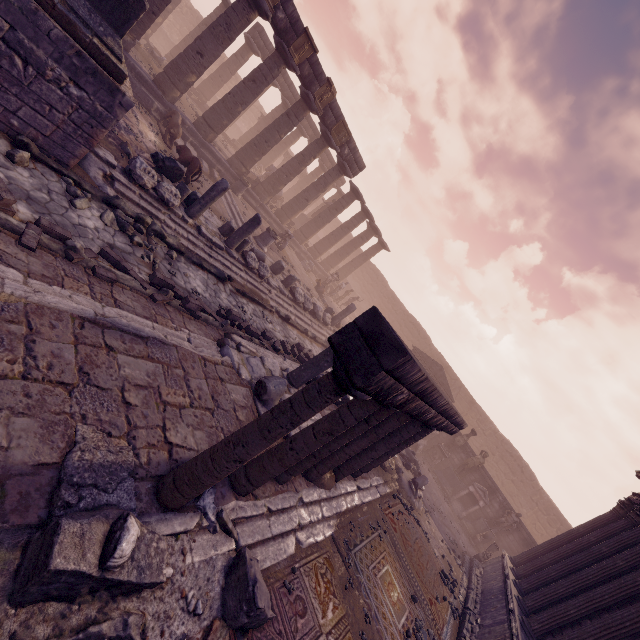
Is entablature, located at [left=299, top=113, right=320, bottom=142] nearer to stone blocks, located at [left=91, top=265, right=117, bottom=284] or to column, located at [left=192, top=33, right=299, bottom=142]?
column, located at [left=192, top=33, right=299, bottom=142]

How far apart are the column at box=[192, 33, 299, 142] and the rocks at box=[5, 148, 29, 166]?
11.39m

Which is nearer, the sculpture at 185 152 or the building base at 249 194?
the sculpture at 185 152

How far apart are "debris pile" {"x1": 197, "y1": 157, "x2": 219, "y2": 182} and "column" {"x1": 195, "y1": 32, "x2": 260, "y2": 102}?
10.7m

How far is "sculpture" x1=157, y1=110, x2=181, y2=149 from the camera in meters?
12.6

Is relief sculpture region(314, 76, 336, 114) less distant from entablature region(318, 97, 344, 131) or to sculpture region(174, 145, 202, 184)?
entablature region(318, 97, 344, 131)

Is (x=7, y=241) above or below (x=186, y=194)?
below

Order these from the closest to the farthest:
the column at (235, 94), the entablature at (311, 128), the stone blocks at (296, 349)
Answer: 1. the stone blocks at (296, 349)
2. the column at (235, 94)
3. the entablature at (311, 128)
